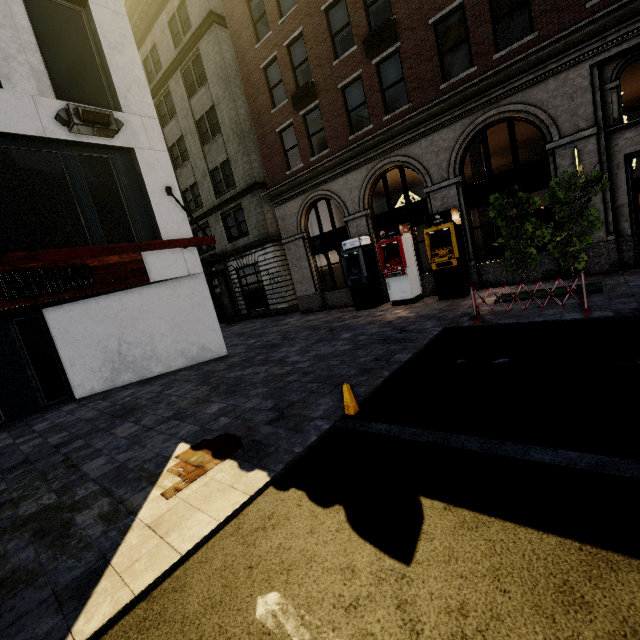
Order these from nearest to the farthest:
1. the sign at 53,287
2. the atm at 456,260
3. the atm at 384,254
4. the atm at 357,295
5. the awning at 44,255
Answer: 1. the awning at 44,255
2. the sign at 53,287
3. the atm at 456,260
4. the atm at 384,254
5. the atm at 357,295

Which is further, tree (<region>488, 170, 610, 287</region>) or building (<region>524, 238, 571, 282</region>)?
building (<region>524, 238, 571, 282</region>)

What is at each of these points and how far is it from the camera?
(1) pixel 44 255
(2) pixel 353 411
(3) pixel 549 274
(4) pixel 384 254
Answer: (1) awning, 6.29m
(2) cone, 4.89m
(3) building, 11.09m
(4) atm, 13.38m

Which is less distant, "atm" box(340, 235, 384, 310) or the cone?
the cone

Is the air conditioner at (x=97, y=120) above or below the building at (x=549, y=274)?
above

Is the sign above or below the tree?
above

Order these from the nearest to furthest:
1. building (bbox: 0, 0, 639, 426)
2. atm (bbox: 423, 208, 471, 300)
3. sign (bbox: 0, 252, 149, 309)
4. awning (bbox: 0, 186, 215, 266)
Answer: awning (bbox: 0, 186, 215, 266), sign (bbox: 0, 252, 149, 309), building (bbox: 0, 0, 639, 426), atm (bbox: 423, 208, 471, 300)

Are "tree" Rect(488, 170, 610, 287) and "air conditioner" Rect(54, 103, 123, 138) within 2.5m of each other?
no
